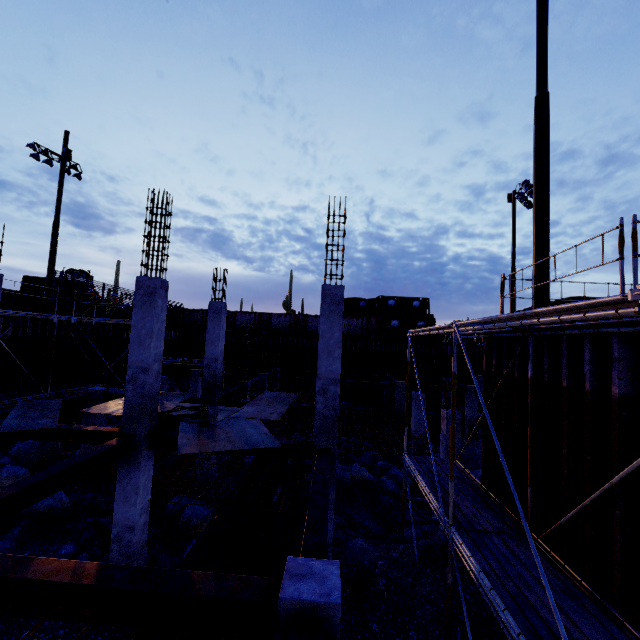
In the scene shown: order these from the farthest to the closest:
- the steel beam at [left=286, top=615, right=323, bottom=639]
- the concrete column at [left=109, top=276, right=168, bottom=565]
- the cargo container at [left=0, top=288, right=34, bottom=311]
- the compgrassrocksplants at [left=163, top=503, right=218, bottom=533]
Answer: the cargo container at [left=0, top=288, right=34, bottom=311] → the compgrassrocksplants at [left=163, top=503, right=218, bottom=533] → the concrete column at [left=109, top=276, right=168, bottom=565] → the steel beam at [left=286, top=615, right=323, bottom=639]

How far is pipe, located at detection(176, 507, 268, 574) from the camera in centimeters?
677cm

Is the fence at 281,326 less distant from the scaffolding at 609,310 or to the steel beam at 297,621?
the scaffolding at 609,310

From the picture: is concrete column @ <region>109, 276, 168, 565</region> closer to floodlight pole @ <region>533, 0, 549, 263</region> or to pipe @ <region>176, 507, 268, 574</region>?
pipe @ <region>176, 507, 268, 574</region>

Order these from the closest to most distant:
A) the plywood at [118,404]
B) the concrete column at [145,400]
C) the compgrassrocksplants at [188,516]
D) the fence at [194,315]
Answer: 1. the concrete column at [145,400]
2. the plywood at [118,404]
3. the compgrassrocksplants at [188,516]
4. the fence at [194,315]

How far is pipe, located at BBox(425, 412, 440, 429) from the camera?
24.4m

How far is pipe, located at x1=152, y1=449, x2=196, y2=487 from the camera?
13.8 meters

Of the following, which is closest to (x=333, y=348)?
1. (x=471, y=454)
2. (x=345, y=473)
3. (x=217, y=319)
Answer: (x=217, y=319)
